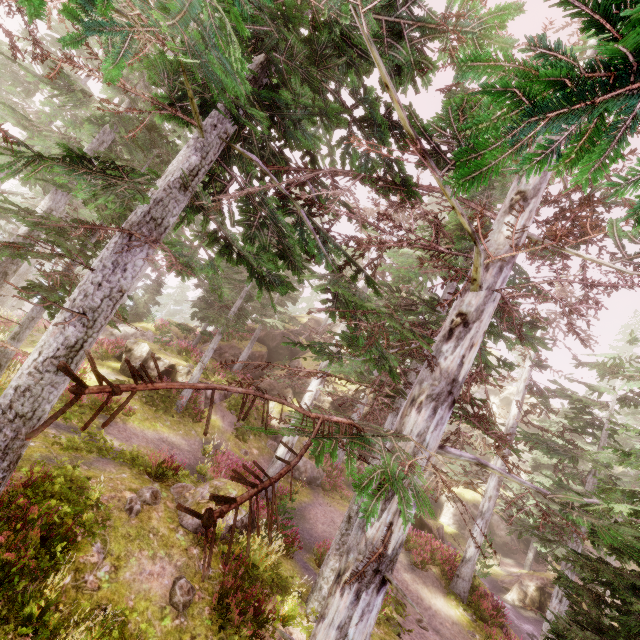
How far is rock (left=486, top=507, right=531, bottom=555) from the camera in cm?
3103

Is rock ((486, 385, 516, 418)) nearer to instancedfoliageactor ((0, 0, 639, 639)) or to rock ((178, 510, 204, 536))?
instancedfoliageactor ((0, 0, 639, 639))

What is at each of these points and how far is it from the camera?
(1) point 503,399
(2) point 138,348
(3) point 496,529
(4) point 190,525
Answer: (1) rock, 40.94m
(2) rock, 18.59m
(3) rock, 32.38m
(4) rock, 9.00m

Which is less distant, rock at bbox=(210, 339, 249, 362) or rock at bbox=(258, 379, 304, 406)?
rock at bbox=(258, 379, 304, 406)

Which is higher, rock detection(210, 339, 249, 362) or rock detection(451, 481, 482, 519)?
rock detection(210, 339, 249, 362)

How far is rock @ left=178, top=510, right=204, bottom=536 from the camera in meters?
8.9 m

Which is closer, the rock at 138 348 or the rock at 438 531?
the rock at 138 348

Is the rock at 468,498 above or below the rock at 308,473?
above
